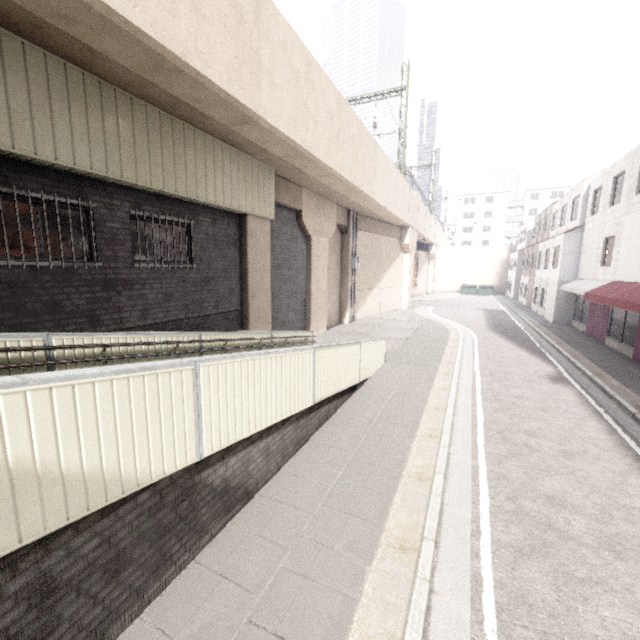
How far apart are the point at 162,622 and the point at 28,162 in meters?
7.2 m

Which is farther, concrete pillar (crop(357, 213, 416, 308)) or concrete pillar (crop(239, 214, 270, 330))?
concrete pillar (crop(357, 213, 416, 308))

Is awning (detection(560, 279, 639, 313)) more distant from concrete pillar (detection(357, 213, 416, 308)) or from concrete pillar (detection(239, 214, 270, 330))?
concrete pillar (detection(239, 214, 270, 330))

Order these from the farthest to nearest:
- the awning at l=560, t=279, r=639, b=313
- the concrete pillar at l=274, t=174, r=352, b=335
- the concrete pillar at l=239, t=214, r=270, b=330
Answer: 1. the concrete pillar at l=274, t=174, r=352, b=335
2. the awning at l=560, t=279, r=639, b=313
3. the concrete pillar at l=239, t=214, r=270, b=330

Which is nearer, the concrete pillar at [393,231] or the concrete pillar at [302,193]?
the concrete pillar at [302,193]

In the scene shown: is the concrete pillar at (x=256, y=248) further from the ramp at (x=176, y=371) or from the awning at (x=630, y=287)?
the awning at (x=630, y=287)

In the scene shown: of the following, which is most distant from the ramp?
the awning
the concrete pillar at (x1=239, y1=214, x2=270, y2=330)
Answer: the awning
